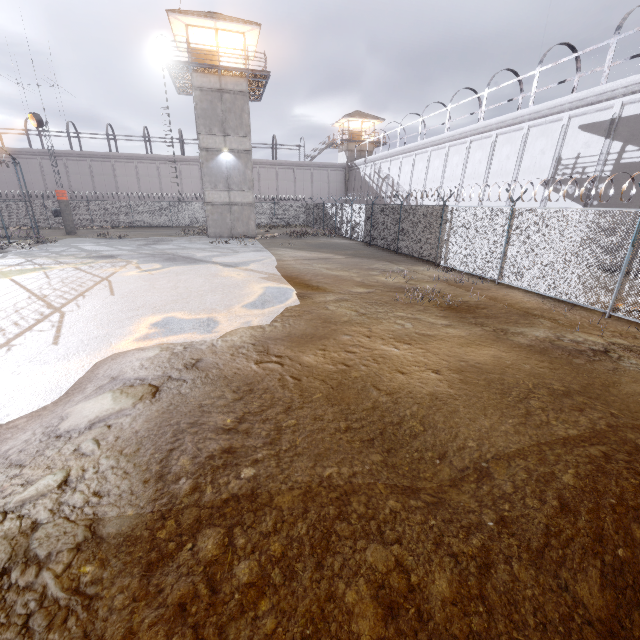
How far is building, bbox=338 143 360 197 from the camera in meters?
45.5

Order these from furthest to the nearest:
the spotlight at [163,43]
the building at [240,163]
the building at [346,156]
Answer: the building at [346,156] → the building at [240,163] → the spotlight at [163,43]

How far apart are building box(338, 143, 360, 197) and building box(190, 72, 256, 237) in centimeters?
2362cm

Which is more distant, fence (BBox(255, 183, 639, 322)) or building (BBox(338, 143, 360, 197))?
building (BBox(338, 143, 360, 197))

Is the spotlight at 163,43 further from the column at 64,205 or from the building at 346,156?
the building at 346,156

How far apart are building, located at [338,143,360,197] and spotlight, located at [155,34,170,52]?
28.34m

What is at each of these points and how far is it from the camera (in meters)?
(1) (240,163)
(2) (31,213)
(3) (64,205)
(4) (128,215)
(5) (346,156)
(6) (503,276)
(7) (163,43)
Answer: (1) building, 26.05
(2) fence, 33.22
(3) column, 27.61
(4) fence, 35.62
(5) building, 45.88
(6) fence, 12.23
(7) spotlight, 21.28

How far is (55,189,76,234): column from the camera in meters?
27.3
